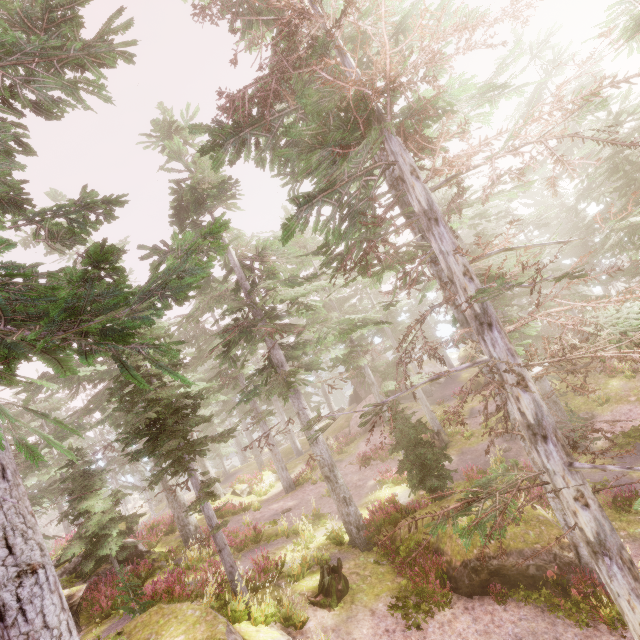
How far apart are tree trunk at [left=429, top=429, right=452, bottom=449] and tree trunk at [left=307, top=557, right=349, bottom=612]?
13.6m

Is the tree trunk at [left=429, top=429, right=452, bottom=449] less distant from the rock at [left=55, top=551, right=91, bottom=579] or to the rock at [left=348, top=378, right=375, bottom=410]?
the rock at [left=348, top=378, right=375, bottom=410]

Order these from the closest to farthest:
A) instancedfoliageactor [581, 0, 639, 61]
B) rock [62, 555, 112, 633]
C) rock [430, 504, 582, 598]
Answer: instancedfoliageactor [581, 0, 639, 61] < rock [430, 504, 582, 598] < rock [62, 555, 112, 633]

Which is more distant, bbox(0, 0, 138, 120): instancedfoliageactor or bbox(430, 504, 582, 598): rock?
bbox(430, 504, 582, 598): rock

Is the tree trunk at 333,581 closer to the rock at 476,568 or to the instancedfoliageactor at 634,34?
the instancedfoliageactor at 634,34

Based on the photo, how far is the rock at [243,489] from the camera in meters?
28.4 m

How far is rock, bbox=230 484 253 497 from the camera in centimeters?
2839cm

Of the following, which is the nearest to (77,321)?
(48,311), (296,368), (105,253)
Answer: (105,253)
